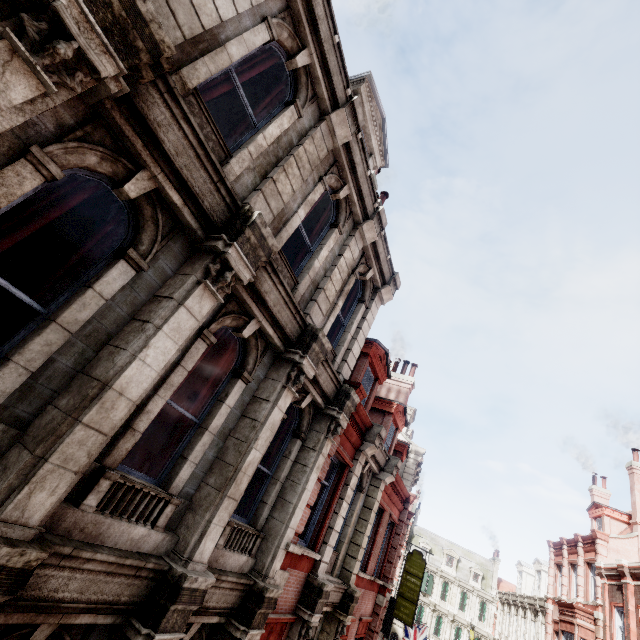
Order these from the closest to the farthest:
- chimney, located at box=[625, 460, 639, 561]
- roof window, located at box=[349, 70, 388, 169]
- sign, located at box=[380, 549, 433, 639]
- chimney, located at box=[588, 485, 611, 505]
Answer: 1. roof window, located at box=[349, 70, 388, 169]
2. chimney, located at box=[625, 460, 639, 561]
3. sign, located at box=[380, 549, 433, 639]
4. chimney, located at box=[588, 485, 611, 505]

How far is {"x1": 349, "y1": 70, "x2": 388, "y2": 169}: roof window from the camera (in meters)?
8.50

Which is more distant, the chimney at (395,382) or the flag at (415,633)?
the flag at (415,633)

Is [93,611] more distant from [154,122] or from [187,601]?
[154,122]

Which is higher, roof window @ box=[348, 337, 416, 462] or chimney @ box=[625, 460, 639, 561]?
chimney @ box=[625, 460, 639, 561]

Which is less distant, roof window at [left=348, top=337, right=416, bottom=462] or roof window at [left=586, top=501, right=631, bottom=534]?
roof window at [left=348, top=337, right=416, bottom=462]

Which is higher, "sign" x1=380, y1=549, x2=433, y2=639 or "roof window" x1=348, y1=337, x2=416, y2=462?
"roof window" x1=348, y1=337, x2=416, y2=462

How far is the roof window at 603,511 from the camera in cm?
2170
